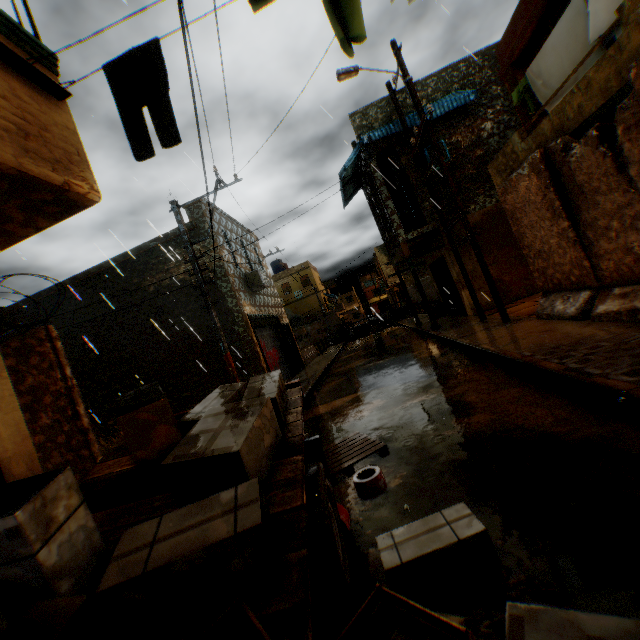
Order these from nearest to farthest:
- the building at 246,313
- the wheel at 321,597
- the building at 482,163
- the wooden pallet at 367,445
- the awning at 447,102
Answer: the wheel at 321,597 < the wooden pallet at 367,445 < the building at 482,163 < the awning at 447,102 < the building at 246,313

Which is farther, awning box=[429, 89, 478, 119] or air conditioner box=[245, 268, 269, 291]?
air conditioner box=[245, 268, 269, 291]

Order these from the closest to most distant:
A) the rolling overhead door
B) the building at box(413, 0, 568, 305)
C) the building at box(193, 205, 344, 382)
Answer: the building at box(413, 0, 568, 305)
the building at box(193, 205, 344, 382)
the rolling overhead door

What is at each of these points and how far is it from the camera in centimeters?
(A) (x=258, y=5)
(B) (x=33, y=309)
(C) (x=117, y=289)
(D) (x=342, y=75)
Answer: (A) clothes, 210cm
(B) building, 1405cm
(C) building, 1343cm
(D) electric pole, 960cm

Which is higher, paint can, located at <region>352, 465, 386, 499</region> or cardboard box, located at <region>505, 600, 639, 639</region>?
cardboard box, located at <region>505, 600, 639, 639</region>

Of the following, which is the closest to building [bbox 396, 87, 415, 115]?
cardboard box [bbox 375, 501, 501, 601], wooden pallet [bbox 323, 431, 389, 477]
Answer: wooden pallet [bbox 323, 431, 389, 477]

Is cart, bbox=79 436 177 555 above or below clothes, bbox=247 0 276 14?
below

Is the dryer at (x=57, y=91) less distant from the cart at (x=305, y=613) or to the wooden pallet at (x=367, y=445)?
the cart at (x=305, y=613)
